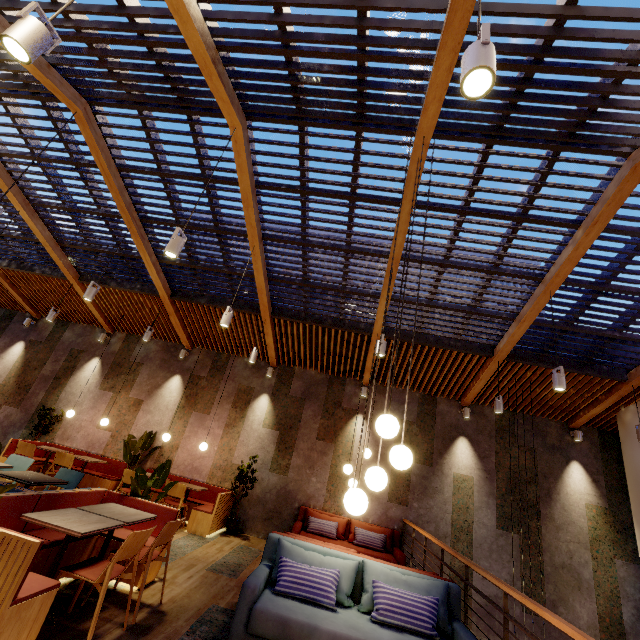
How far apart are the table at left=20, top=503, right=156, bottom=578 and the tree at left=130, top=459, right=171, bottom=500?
0.6m

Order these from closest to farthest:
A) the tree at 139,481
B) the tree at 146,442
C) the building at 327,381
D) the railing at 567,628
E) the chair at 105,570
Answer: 1. the railing at 567,628
2. the chair at 105,570
3. the tree at 139,481
4. the building at 327,381
5. the tree at 146,442

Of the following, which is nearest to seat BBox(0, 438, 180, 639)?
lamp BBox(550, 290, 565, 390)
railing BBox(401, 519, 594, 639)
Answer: railing BBox(401, 519, 594, 639)

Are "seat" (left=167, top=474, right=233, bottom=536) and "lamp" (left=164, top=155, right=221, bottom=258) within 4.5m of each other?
no

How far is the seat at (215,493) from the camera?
6.6m

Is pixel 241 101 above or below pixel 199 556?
above

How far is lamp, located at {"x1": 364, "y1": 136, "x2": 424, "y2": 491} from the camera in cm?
257

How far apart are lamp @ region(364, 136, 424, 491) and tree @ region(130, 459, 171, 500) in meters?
3.4 m
